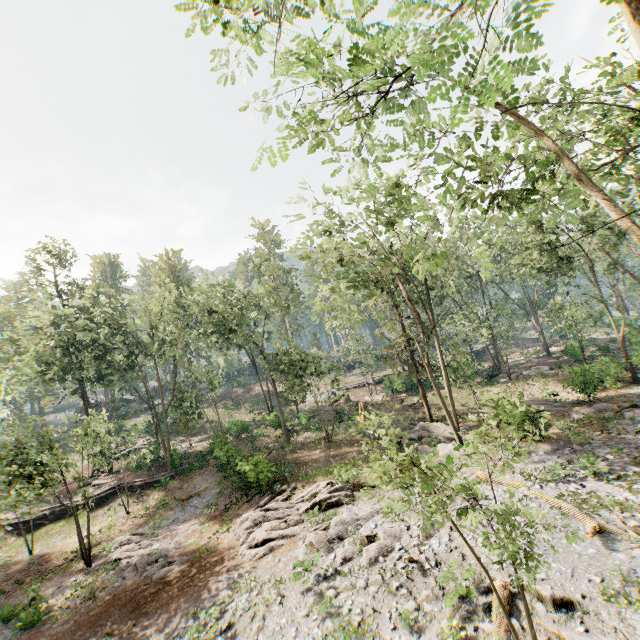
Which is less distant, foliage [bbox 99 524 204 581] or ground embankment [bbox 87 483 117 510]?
foliage [bbox 99 524 204 581]

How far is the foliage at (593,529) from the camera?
10.6m

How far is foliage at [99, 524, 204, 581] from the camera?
16.75m

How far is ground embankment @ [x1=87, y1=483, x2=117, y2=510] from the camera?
28.12m

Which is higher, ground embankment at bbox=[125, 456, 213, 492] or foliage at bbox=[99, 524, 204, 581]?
ground embankment at bbox=[125, 456, 213, 492]

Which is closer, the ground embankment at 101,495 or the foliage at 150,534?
the foliage at 150,534

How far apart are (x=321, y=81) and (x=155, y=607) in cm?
2072

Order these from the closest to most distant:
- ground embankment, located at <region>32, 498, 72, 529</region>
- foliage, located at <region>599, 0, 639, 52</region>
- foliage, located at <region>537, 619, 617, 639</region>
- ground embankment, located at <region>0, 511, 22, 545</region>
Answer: foliage, located at <region>599, 0, 639, 52</region> < foliage, located at <region>537, 619, 617, 639</region> < ground embankment, located at <region>0, 511, 22, 545</region> < ground embankment, located at <region>32, 498, 72, 529</region>
